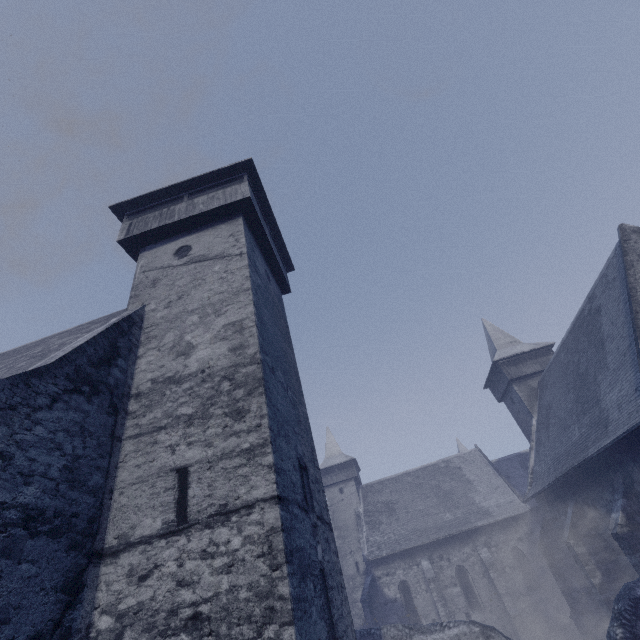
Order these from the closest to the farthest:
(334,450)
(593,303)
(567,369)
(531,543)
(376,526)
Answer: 1. (593,303)
2. (567,369)
3. (531,543)
4. (376,526)
5. (334,450)
